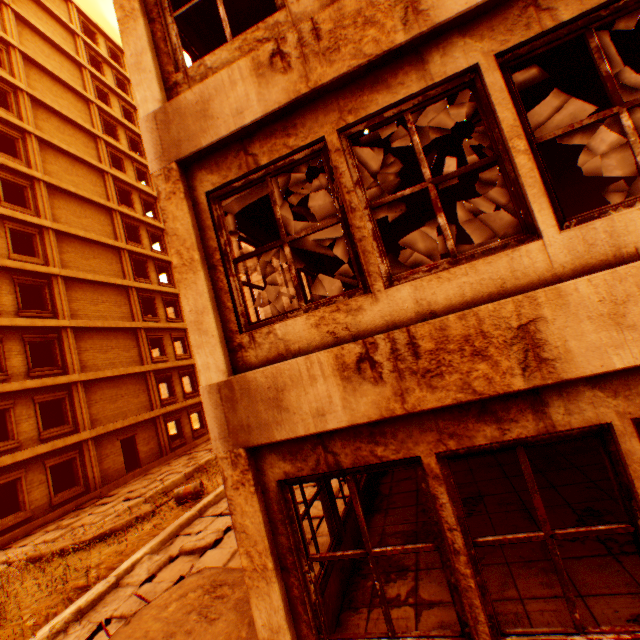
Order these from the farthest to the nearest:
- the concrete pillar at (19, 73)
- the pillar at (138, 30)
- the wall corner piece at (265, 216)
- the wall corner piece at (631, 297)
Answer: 1. the concrete pillar at (19, 73)
2. the wall corner piece at (265, 216)
3. the pillar at (138, 30)
4. the wall corner piece at (631, 297)

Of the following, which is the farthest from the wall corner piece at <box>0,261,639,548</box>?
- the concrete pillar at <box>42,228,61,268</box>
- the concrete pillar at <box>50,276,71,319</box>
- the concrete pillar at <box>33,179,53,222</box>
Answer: the concrete pillar at <box>33,179,53,222</box>

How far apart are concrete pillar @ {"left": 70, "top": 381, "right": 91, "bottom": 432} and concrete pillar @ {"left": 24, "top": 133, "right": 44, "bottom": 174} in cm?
1247

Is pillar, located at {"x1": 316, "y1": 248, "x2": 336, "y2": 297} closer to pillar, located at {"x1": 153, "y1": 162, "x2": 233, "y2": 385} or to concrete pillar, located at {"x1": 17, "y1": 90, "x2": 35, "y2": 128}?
pillar, located at {"x1": 153, "y1": 162, "x2": 233, "y2": 385}

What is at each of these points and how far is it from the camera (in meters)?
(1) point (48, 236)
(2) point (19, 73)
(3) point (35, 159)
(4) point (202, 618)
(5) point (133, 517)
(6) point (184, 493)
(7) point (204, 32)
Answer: (1) concrete pillar, 18.41
(2) concrete pillar, 19.69
(3) concrete pillar, 19.03
(4) floor rubble, 4.23
(5) floor rubble, 10.12
(6) metal barrel, 10.95
(7) wall corner piece, 5.03

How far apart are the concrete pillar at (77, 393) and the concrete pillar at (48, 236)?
6.5 meters

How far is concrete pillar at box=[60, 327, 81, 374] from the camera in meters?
17.5 m

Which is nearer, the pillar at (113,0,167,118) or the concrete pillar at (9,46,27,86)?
the pillar at (113,0,167,118)
